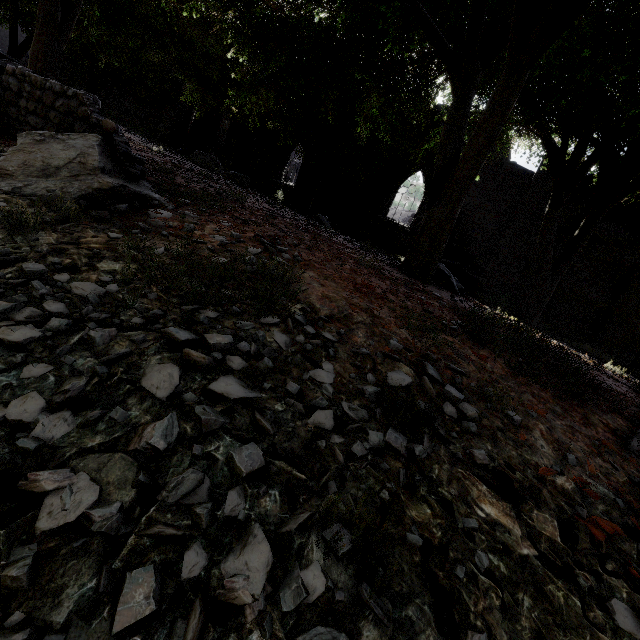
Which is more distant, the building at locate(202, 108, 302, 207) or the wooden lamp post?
the wooden lamp post

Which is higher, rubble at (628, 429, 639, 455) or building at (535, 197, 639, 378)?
building at (535, 197, 639, 378)

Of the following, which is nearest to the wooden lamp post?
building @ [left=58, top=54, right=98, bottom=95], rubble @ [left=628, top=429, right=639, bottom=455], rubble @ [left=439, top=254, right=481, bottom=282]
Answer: building @ [left=58, top=54, right=98, bottom=95]

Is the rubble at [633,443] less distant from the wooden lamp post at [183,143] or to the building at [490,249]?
the building at [490,249]

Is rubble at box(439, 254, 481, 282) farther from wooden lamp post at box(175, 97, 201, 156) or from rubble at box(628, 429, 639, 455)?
wooden lamp post at box(175, 97, 201, 156)

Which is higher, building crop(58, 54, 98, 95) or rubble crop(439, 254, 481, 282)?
building crop(58, 54, 98, 95)

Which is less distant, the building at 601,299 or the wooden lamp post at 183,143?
the building at 601,299

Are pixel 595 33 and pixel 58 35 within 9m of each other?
no
